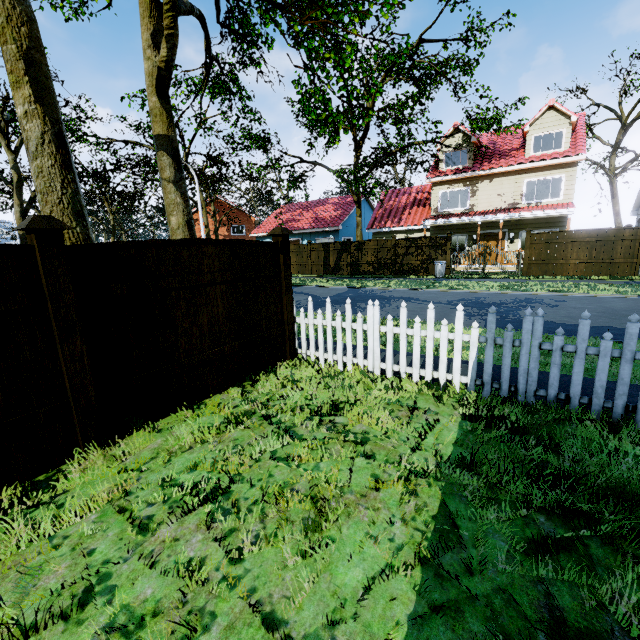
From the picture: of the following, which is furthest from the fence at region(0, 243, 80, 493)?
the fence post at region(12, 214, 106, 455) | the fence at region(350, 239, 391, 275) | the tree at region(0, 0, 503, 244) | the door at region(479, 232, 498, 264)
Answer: the door at region(479, 232, 498, 264)

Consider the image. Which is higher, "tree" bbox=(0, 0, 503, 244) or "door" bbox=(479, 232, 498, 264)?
"tree" bbox=(0, 0, 503, 244)

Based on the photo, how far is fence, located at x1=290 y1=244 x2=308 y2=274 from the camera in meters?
24.7 m

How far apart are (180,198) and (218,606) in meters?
11.7 m

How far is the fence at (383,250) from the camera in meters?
21.1

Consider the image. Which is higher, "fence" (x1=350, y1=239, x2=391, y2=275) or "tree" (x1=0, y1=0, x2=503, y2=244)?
"tree" (x1=0, y1=0, x2=503, y2=244)

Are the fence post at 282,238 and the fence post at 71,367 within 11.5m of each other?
yes
